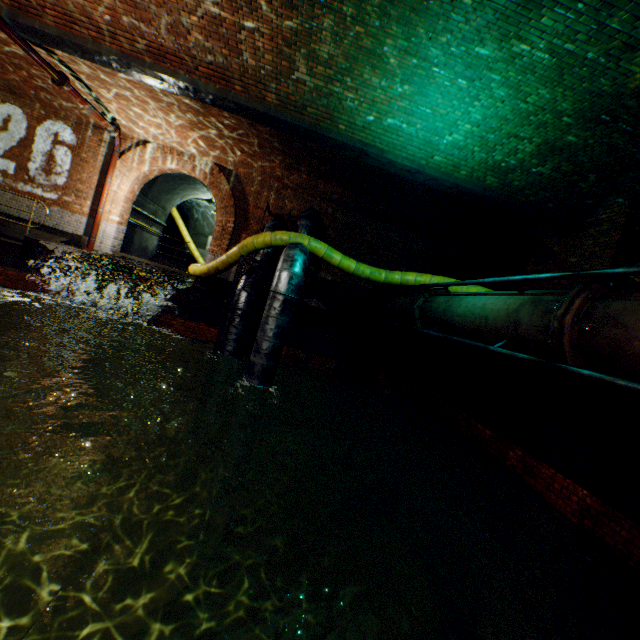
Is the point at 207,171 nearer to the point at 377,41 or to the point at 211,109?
the point at 211,109

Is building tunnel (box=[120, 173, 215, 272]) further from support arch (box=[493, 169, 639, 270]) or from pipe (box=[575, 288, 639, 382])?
pipe (box=[575, 288, 639, 382])

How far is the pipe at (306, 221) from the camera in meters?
10.5 m

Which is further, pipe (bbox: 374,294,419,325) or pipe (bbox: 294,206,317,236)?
pipe (bbox: 294,206,317,236)

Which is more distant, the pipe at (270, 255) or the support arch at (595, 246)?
the pipe at (270, 255)

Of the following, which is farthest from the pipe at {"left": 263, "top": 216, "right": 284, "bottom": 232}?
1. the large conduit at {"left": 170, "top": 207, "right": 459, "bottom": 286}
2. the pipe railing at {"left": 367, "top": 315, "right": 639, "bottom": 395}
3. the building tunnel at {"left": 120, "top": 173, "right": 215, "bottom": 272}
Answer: the pipe railing at {"left": 367, "top": 315, "right": 639, "bottom": 395}

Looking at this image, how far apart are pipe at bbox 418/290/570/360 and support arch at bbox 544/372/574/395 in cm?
313

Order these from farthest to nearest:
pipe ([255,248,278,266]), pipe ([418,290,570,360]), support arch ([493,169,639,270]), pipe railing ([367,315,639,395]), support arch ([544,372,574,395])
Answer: pipe ([255,248,278,266]), support arch ([544,372,574,395]), support arch ([493,169,639,270]), pipe ([418,290,570,360]), pipe railing ([367,315,639,395])
